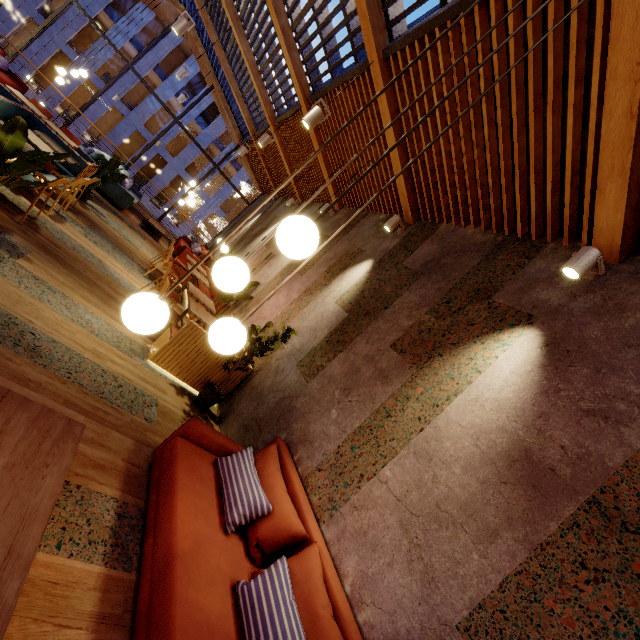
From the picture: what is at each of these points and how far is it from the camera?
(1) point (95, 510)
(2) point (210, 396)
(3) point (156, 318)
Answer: (1) building, 2.2m
(2) pot, 4.4m
(3) lamp, 1.4m

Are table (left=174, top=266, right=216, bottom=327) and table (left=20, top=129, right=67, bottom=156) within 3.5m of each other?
yes

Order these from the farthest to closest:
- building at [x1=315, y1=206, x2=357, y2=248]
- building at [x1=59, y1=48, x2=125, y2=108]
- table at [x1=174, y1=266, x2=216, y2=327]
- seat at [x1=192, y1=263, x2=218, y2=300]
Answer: building at [x1=59, y1=48, x2=125, y2=108] → seat at [x1=192, y1=263, x2=218, y2=300] → building at [x1=315, y1=206, x2=357, y2=248] → table at [x1=174, y1=266, x2=216, y2=327]

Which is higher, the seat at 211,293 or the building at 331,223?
the building at 331,223

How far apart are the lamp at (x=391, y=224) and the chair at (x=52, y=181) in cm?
499

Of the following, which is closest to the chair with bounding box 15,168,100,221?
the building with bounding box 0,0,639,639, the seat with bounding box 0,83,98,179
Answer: the building with bounding box 0,0,639,639

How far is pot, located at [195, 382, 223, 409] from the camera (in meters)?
4.42

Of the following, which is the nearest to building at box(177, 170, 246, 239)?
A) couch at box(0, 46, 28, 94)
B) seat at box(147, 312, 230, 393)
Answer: couch at box(0, 46, 28, 94)
